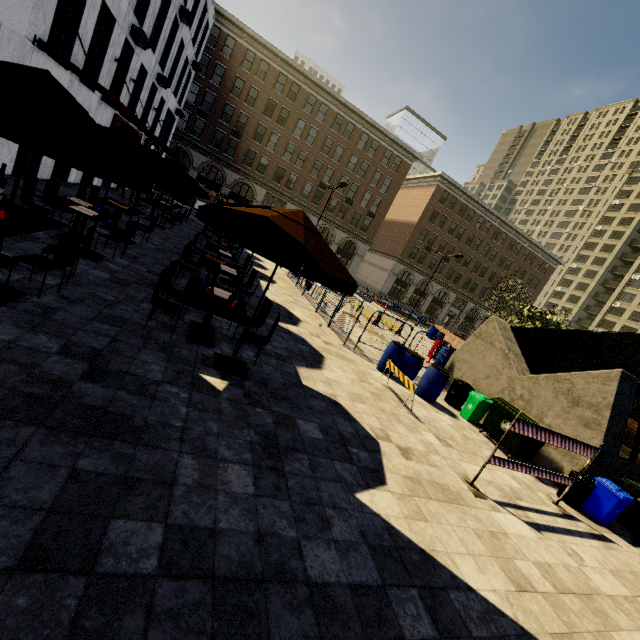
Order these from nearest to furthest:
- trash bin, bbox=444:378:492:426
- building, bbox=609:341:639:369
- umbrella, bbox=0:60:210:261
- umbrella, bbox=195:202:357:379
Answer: umbrella, bbox=0:60:210:261
umbrella, bbox=195:202:357:379
trash bin, bbox=444:378:492:426
building, bbox=609:341:639:369

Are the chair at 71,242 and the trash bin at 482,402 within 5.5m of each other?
no

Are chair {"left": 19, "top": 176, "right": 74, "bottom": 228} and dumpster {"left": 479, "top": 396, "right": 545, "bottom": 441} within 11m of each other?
no

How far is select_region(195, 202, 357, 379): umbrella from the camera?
4.0m

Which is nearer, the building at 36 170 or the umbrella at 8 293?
the umbrella at 8 293

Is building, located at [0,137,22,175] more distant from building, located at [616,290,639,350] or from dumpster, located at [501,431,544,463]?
dumpster, located at [501,431,544,463]

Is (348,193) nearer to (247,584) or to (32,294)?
(32,294)

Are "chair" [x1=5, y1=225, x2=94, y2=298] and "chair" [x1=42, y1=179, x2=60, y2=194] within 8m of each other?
yes
